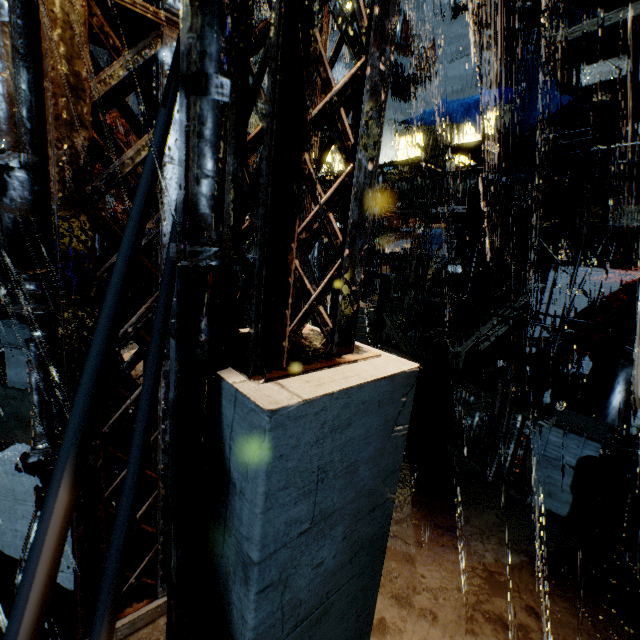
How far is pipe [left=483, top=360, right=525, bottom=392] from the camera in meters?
10.6 m

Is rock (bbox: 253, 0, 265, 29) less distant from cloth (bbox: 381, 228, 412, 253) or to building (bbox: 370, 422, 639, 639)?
building (bbox: 370, 422, 639, 639)

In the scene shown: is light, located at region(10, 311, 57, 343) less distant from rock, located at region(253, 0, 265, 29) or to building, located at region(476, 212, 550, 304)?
building, located at region(476, 212, 550, 304)

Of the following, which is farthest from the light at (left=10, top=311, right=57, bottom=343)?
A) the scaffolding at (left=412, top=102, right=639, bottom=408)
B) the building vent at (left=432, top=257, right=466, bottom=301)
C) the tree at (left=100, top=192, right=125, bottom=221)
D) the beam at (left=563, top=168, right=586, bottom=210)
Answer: the building vent at (left=432, top=257, right=466, bottom=301)

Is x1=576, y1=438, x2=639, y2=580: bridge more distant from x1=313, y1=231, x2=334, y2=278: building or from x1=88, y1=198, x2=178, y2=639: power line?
x1=88, y1=198, x2=178, y2=639: power line

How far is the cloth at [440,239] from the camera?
23.0m

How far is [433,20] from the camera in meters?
24.1 m

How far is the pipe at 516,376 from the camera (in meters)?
10.57
